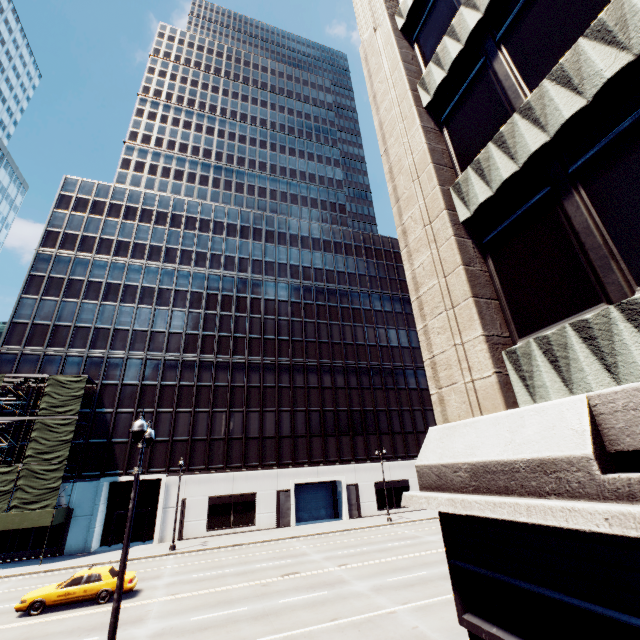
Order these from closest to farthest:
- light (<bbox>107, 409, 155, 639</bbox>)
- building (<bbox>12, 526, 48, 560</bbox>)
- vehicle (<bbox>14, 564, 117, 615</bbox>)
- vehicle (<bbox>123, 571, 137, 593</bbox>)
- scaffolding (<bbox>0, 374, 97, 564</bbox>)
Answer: light (<bbox>107, 409, 155, 639</bbox>) < vehicle (<bbox>14, 564, 117, 615</bbox>) < vehicle (<bbox>123, 571, 137, 593</bbox>) < scaffolding (<bbox>0, 374, 97, 564</bbox>) < building (<bbox>12, 526, 48, 560</bbox>)

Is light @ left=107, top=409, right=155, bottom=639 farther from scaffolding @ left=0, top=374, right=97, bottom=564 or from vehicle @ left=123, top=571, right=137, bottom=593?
scaffolding @ left=0, top=374, right=97, bottom=564

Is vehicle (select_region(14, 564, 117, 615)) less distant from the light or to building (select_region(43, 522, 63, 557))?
the light

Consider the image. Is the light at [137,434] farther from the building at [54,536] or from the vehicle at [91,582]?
the building at [54,536]

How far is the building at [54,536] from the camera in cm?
2886

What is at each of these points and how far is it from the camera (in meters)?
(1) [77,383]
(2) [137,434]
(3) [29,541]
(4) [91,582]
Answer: (1) scaffolding, 31.81
(2) light, 8.64
(3) building, 28.89
(4) vehicle, 17.22

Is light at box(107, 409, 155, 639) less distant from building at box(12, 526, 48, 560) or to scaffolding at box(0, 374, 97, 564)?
scaffolding at box(0, 374, 97, 564)
